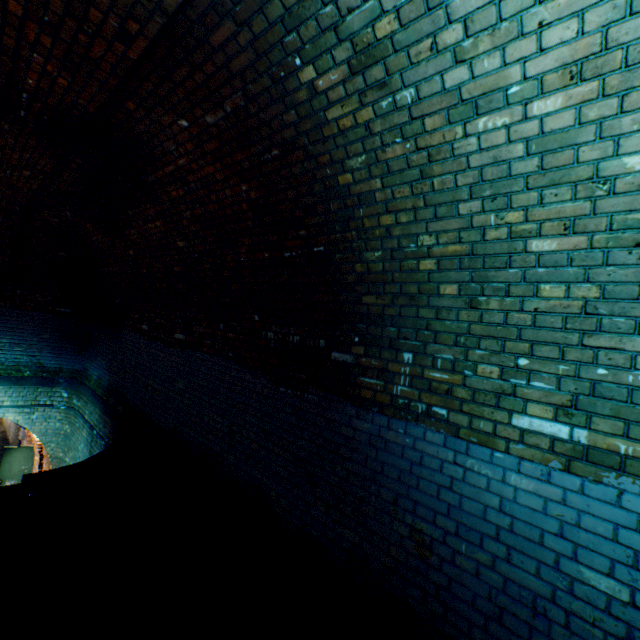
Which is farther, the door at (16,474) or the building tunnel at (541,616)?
the door at (16,474)

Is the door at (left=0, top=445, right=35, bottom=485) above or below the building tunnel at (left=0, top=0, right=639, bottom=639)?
below

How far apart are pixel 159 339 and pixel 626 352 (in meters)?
6.13

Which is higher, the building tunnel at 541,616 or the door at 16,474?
the building tunnel at 541,616

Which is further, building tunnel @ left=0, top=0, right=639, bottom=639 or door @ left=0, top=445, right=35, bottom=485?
door @ left=0, top=445, right=35, bottom=485
